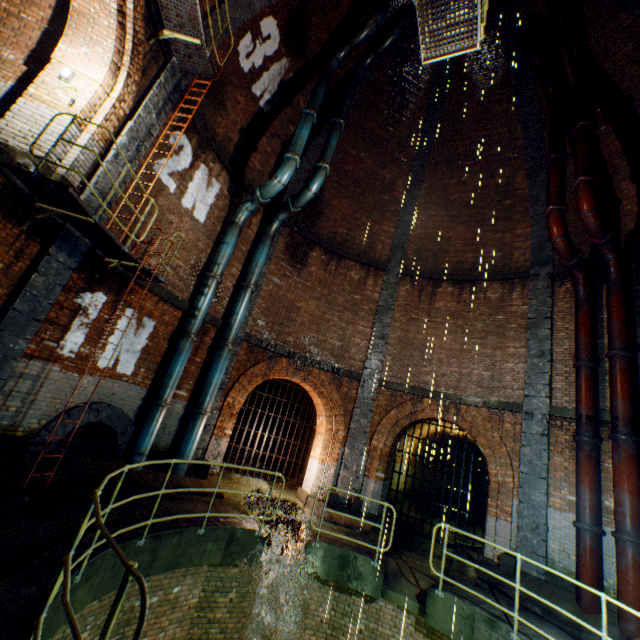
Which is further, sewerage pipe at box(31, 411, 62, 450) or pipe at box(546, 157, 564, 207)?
pipe at box(546, 157, 564, 207)

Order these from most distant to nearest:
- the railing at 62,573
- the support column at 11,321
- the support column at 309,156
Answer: the support column at 309,156 < the support column at 11,321 < the railing at 62,573

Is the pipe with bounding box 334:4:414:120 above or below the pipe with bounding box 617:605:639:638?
above

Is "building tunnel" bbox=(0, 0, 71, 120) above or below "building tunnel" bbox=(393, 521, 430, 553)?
above

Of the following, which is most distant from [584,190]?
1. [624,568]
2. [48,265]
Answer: [48,265]

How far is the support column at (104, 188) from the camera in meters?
6.6 m

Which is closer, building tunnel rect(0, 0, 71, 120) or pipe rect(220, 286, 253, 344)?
building tunnel rect(0, 0, 71, 120)

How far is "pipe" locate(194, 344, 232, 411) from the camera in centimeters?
963cm
